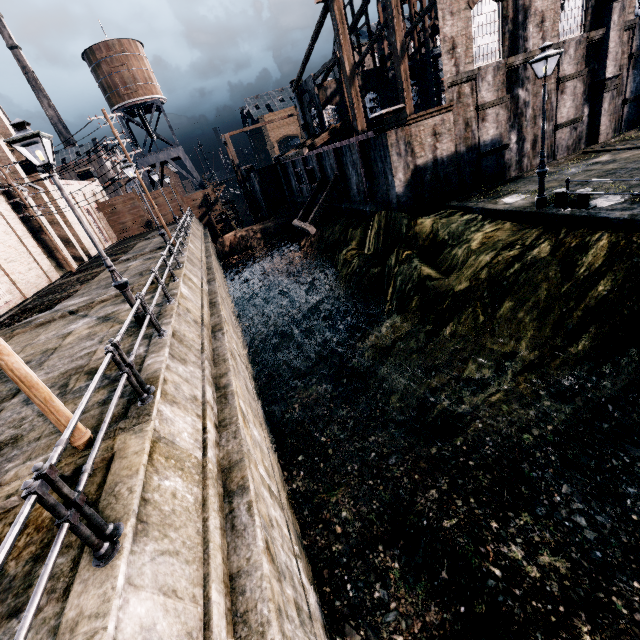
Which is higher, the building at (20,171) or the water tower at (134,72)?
the water tower at (134,72)

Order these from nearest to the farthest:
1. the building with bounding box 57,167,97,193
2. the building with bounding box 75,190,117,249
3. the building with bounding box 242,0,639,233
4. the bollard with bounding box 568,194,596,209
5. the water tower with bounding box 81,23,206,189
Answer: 1. the bollard with bounding box 568,194,596,209
2. the building with bounding box 242,0,639,233
3. the building with bounding box 57,167,97,193
4. the building with bounding box 75,190,117,249
5. the water tower with bounding box 81,23,206,189

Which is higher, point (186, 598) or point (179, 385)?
point (179, 385)

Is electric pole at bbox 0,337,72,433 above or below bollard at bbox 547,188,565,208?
above

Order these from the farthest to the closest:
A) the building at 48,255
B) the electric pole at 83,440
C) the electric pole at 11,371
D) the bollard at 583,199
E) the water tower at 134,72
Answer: the water tower at 134,72 → the building at 48,255 → the bollard at 583,199 → the electric pole at 83,440 → the electric pole at 11,371

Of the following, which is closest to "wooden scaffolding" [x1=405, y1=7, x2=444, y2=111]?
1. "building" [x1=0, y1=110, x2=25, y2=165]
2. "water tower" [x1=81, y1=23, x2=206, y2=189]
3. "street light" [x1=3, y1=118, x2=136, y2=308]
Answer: "water tower" [x1=81, y1=23, x2=206, y2=189]

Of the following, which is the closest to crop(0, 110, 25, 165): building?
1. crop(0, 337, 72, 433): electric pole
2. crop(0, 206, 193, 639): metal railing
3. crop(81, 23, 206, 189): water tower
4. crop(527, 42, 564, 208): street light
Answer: crop(0, 337, 72, 433): electric pole

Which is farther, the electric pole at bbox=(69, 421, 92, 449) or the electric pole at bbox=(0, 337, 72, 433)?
the electric pole at bbox=(69, 421, 92, 449)
